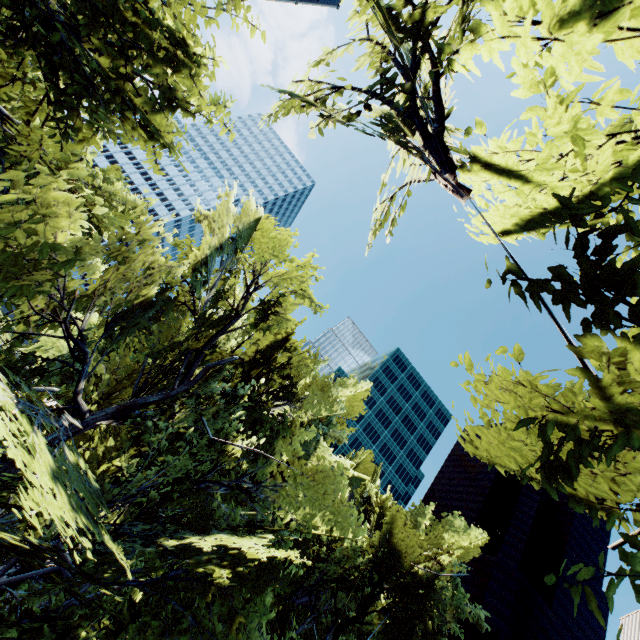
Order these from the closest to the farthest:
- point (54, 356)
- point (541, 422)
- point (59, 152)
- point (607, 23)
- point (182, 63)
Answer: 1. point (607, 23)
2. point (541, 422)
3. point (182, 63)
4. point (59, 152)
5. point (54, 356)

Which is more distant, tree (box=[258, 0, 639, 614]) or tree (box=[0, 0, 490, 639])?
tree (box=[0, 0, 490, 639])

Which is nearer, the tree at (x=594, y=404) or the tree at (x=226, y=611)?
the tree at (x=594, y=404)
